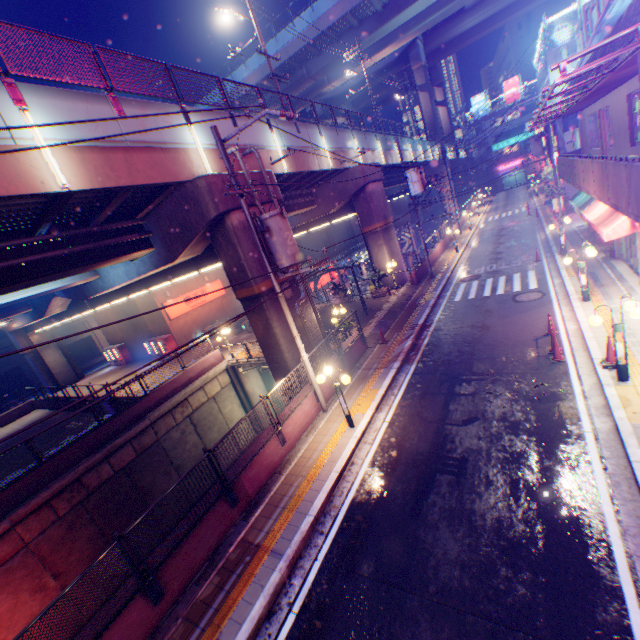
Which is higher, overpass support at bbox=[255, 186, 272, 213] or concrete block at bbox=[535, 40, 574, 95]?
concrete block at bbox=[535, 40, 574, 95]

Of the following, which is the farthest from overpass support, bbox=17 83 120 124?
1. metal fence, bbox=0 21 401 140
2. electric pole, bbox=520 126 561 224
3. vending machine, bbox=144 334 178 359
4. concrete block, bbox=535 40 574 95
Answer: concrete block, bbox=535 40 574 95

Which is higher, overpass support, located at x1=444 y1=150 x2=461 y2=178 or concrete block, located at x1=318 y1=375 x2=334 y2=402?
overpass support, located at x1=444 y1=150 x2=461 y2=178

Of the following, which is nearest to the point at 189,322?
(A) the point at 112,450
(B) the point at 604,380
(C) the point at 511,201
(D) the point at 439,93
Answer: (A) the point at 112,450

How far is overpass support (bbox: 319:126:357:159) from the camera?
19.9m

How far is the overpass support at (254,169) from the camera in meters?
12.8 m

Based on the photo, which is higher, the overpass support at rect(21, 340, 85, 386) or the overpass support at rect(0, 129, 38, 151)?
the overpass support at rect(0, 129, 38, 151)

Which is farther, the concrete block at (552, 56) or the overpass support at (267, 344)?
the concrete block at (552, 56)
